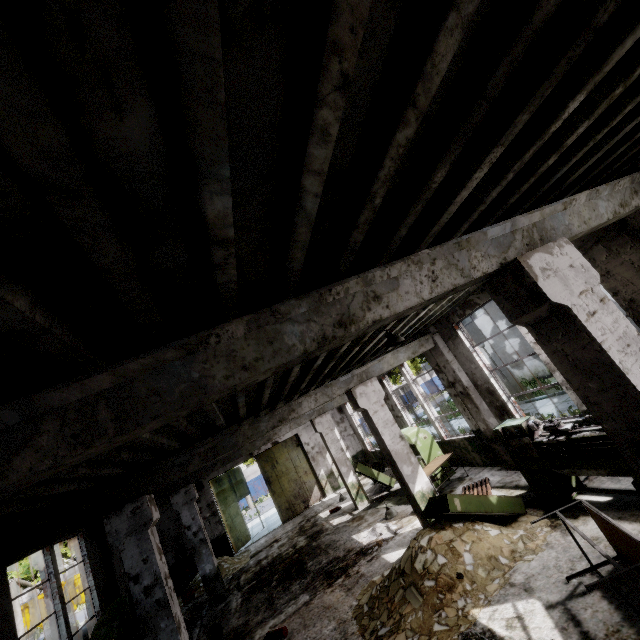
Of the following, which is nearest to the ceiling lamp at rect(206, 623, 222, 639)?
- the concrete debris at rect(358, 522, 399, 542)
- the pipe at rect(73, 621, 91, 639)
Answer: the concrete debris at rect(358, 522, 399, 542)

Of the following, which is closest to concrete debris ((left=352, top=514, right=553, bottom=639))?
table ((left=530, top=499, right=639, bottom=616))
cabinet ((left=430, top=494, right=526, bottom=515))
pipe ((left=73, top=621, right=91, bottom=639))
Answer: cabinet ((left=430, top=494, right=526, bottom=515))

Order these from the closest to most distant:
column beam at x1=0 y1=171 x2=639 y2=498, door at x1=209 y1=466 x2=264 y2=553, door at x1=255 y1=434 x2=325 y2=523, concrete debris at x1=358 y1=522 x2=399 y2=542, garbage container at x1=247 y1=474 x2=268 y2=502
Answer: column beam at x1=0 y1=171 x2=639 y2=498, concrete debris at x1=358 y1=522 x2=399 y2=542, door at x1=209 y1=466 x2=264 y2=553, door at x1=255 y1=434 x2=325 y2=523, garbage container at x1=247 y1=474 x2=268 y2=502

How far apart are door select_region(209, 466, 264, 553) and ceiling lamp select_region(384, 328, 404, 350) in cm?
1587

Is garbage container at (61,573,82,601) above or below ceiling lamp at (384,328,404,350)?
below

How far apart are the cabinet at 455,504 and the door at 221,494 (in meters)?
→ 14.35

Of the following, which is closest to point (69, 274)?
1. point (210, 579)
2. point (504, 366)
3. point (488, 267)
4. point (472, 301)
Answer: point (488, 267)

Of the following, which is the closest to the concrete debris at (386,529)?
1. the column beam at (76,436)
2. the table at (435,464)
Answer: the table at (435,464)
